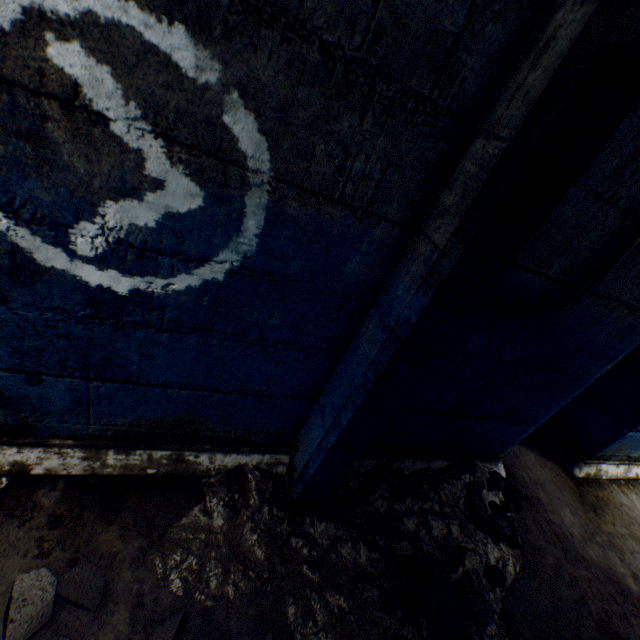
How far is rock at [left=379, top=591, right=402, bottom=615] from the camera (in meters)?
1.44

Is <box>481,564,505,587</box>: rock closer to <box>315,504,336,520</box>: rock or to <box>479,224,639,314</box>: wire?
<box>315,504,336,520</box>: rock

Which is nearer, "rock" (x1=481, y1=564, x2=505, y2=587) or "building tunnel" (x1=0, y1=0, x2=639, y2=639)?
"building tunnel" (x1=0, y1=0, x2=639, y2=639)

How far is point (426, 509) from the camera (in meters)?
1.97

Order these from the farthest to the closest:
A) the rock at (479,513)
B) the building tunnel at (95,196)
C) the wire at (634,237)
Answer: the rock at (479,513) < the wire at (634,237) < the building tunnel at (95,196)

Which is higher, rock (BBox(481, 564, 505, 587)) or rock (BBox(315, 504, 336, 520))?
rock (BBox(481, 564, 505, 587))

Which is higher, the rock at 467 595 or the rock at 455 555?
the rock at 455 555

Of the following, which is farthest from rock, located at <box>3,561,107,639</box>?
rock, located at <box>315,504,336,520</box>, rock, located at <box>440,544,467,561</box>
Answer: rock, located at <box>440,544,467,561</box>
